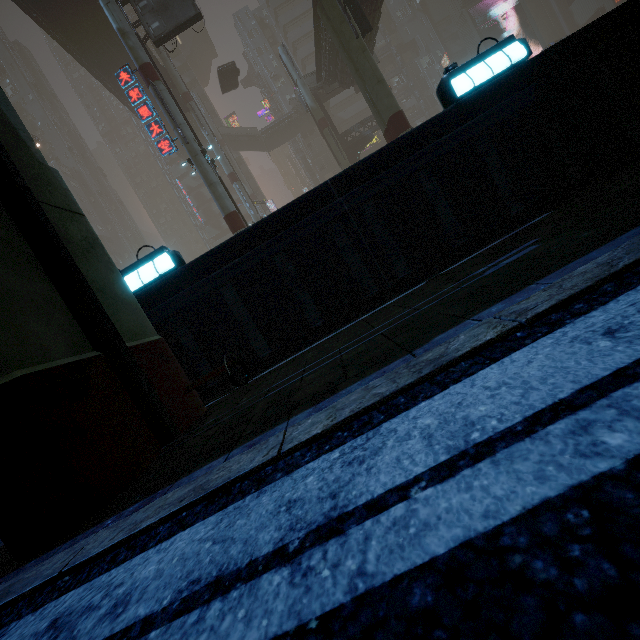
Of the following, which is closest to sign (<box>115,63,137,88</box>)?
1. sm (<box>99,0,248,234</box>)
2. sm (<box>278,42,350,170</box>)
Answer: sm (<box>99,0,248,234</box>)

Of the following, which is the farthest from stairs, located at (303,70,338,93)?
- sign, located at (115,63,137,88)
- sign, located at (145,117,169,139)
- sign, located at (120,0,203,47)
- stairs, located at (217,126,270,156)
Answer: sign, located at (145,117,169,139)

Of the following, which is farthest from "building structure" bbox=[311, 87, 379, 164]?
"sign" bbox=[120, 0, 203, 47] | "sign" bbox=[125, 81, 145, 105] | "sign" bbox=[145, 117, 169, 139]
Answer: "sign" bbox=[145, 117, 169, 139]

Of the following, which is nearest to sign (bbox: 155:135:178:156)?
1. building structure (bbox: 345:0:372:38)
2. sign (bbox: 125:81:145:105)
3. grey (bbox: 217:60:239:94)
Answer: sign (bbox: 125:81:145:105)

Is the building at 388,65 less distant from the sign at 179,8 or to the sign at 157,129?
the sign at 179,8

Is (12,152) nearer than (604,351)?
No

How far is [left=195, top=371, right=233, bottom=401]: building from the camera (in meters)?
4.83

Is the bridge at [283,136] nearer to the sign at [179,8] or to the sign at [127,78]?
the sign at [179,8]
